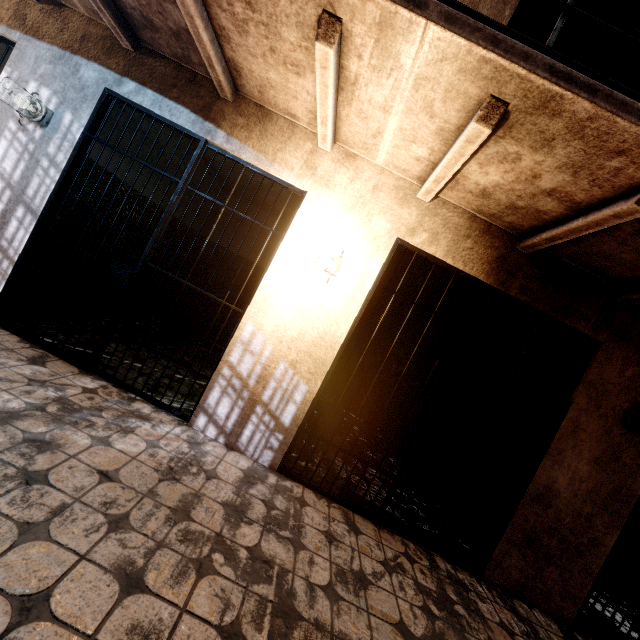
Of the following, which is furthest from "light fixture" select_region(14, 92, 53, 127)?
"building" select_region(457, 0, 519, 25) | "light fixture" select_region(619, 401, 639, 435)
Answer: "light fixture" select_region(619, 401, 639, 435)

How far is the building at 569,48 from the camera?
3.8m

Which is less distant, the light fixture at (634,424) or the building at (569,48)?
the light fixture at (634,424)

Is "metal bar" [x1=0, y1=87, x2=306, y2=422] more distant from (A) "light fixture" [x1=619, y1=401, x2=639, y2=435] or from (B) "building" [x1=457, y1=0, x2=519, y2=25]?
(A) "light fixture" [x1=619, y1=401, x2=639, y2=435]

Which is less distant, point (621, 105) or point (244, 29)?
point (621, 105)

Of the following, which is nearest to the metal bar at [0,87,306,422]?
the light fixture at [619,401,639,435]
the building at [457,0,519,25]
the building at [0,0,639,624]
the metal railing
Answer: the building at [0,0,639,624]

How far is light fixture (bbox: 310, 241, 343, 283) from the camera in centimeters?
265cm

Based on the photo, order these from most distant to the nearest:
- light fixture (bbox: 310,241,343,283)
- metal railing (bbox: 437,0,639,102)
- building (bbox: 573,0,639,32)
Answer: building (bbox: 573,0,639,32)
light fixture (bbox: 310,241,343,283)
metal railing (bbox: 437,0,639,102)
